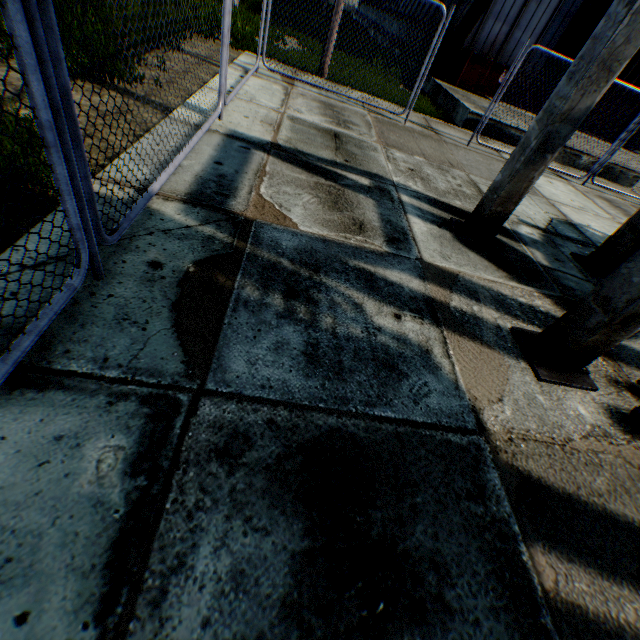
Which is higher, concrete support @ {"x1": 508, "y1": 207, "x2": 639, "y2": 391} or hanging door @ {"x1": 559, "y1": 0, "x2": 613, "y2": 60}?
hanging door @ {"x1": 559, "y1": 0, "x2": 613, "y2": 60}

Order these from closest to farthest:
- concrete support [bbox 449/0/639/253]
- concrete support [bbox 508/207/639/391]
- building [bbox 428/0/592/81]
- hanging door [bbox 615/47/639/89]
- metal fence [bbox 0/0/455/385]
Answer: metal fence [bbox 0/0/455/385] → concrete support [bbox 508/207/639/391] → concrete support [bbox 449/0/639/253] → building [bbox 428/0/592/81] → hanging door [bbox 615/47/639/89]

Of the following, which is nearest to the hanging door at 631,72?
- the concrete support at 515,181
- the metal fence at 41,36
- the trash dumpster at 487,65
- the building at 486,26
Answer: the building at 486,26

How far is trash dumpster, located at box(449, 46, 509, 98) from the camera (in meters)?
12.51

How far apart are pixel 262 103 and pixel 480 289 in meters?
5.2

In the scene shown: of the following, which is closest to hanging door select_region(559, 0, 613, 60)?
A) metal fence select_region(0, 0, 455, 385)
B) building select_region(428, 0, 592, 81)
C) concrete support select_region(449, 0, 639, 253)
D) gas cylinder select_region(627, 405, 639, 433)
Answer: building select_region(428, 0, 592, 81)

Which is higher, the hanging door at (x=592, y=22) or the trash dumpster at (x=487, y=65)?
the hanging door at (x=592, y=22)

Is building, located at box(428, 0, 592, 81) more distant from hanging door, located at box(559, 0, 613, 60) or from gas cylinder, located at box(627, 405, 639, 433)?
gas cylinder, located at box(627, 405, 639, 433)
